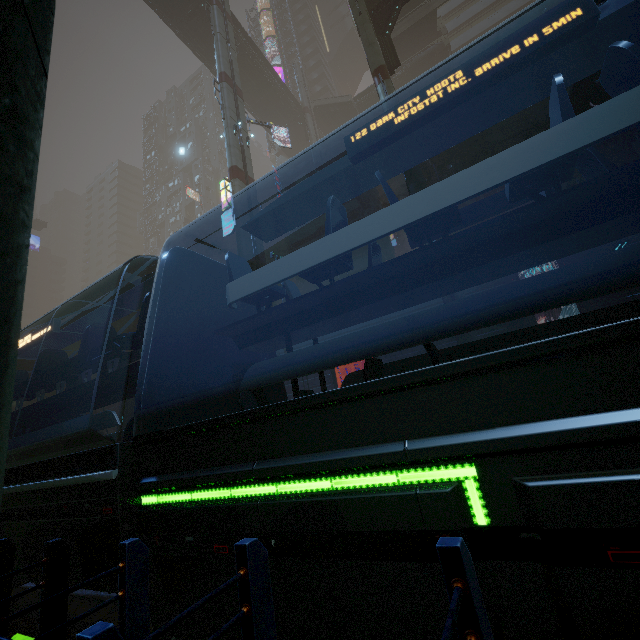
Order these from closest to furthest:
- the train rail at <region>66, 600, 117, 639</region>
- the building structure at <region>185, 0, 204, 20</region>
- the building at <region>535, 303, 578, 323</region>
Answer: the train rail at <region>66, 600, 117, 639</region> < the building at <region>535, 303, 578, 323</region> < the building structure at <region>185, 0, 204, 20</region>

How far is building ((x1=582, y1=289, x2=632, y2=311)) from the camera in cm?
2017

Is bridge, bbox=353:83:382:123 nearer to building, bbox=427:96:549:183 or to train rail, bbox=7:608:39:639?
building, bbox=427:96:549:183

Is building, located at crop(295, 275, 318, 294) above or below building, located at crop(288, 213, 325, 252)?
below

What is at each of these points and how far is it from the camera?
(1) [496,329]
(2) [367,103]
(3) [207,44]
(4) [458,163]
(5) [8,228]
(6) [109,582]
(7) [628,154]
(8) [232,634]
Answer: (1) building, 23.7m
(2) bridge, 40.1m
(3) bridge, 33.7m
(4) building, 38.3m
(5) sm, 0.7m
(6) train, 3.4m
(7) building, 13.7m
(8) train, 2.6m

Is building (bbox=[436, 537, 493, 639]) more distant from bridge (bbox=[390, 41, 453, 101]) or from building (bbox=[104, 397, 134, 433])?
bridge (bbox=[390, 41, 453, 101])

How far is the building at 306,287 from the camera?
46.3m

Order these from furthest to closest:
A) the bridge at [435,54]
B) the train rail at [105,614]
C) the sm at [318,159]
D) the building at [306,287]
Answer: the building at [306,287] < the sm at [318,159] < the bridge at [435,54] < the train rail at [105,614]
